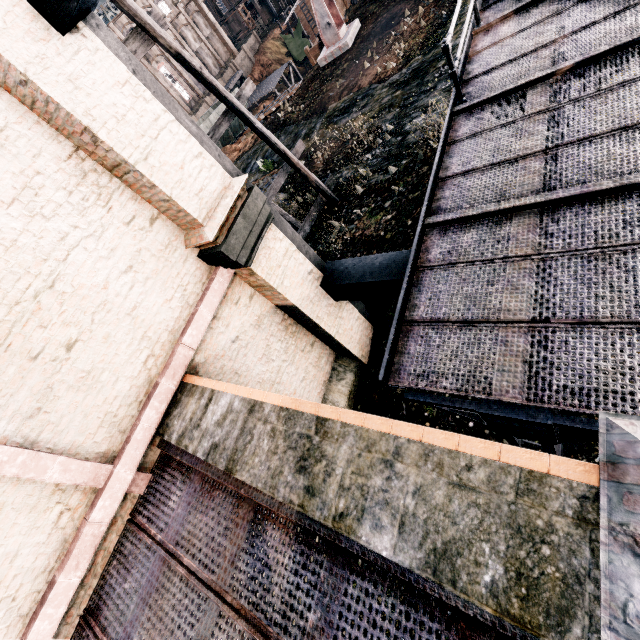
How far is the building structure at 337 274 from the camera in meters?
6.3 m

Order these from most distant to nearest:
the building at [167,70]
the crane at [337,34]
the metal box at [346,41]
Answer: the building at [167,70], the metal box at [346,41], the crane at [337,34]

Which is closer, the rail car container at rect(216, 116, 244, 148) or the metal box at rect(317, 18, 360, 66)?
the metal box at rect(317, 18, 360, 66)

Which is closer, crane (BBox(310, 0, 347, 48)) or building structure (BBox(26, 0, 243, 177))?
building structure (BBox(26, 0, 243, 177))

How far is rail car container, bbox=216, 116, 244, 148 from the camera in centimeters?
3150cm

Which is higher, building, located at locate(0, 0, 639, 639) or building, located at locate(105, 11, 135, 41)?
building, located at locate(105, 11, 135, 41)

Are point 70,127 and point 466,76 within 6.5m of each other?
no

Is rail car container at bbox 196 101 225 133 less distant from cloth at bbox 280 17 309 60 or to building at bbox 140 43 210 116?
building at bbox 140 43 210 116
